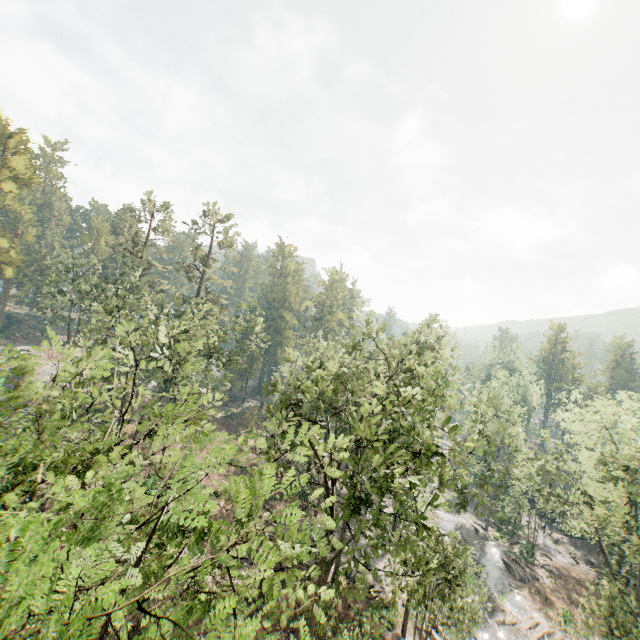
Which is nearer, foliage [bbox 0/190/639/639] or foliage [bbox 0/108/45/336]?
foliage [bbox 0/190/639/639]

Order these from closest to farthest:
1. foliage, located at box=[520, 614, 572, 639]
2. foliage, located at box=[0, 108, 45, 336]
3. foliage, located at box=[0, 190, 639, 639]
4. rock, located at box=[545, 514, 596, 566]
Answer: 1. foliage, located at box=[0, 190, 639, 639]
2. foliage, located at box=[520, 614, 572, 639]
3. foliage, located at box=[0, 108, 45, 336]
4. rock, located at box=[545, 514, 596, 566]

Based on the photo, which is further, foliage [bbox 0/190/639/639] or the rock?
the rock

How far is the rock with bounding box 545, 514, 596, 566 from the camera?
42.6m

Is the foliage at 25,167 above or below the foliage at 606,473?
above

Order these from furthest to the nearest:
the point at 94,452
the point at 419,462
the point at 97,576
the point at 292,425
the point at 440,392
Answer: the point at 419,462, the point at 292,425, the point at 440,392, the point at 94,452, the point at 97,576

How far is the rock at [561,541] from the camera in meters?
42.6 m
